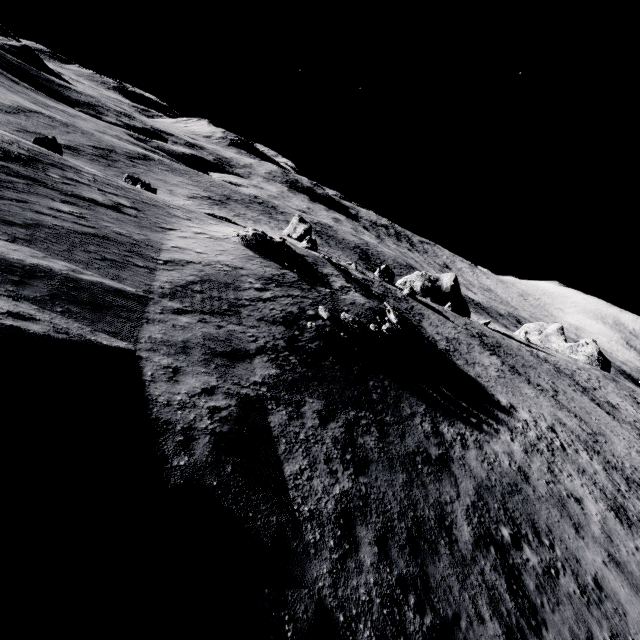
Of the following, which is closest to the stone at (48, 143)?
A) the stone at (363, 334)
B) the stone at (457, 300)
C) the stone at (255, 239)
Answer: the stone at (255, 239)

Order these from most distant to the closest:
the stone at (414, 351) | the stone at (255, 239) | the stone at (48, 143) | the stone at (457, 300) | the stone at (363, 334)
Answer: the stone at (457, 300) → the stone at (48, 143) → the stone at (255, 239) → the stone at (414, 351) → the stone at (363, 334)

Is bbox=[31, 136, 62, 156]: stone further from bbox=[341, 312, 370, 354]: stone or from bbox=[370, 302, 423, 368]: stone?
bbox=[370, 302, 423, 368]: stone

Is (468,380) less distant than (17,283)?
No

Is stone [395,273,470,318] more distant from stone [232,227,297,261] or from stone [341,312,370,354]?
stone [341,312,370,354]

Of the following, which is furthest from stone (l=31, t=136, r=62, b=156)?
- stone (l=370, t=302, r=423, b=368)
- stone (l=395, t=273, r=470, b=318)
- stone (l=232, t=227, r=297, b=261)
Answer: stone (l=395, t=273, r=470, b=318)

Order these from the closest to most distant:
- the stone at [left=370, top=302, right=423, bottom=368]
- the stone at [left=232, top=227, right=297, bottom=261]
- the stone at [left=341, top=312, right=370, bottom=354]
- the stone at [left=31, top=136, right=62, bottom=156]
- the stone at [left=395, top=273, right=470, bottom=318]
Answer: the stone at [left=341, top=312, right=370, bottom=354], the stone at [left=370, top=302, right=423, bottom=368], the stone at [left=232, top=227, right=297, bottom=261], the stone at [left=31, top=136, right=62, bottom=156], the stone at [left=395, top=273, right=470, bottom=318]
